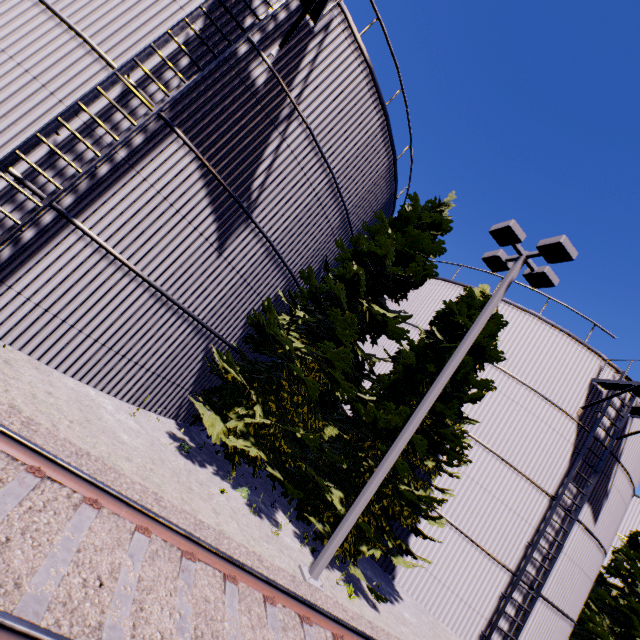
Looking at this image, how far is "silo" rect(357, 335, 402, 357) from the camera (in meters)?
15.53

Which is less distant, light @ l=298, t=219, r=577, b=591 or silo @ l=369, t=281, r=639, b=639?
light @ l=298, t=219, r=577, b=591

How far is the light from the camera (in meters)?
7.18

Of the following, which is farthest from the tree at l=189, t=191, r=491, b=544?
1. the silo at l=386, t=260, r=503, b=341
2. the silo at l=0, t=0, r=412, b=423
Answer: the silo at l=386, t=260, r=503, b=341

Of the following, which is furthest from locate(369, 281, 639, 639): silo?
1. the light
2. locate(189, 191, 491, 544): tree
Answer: the light

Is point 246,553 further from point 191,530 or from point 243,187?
point 243,187

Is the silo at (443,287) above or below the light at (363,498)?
above

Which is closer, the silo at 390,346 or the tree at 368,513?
the tree at 368,513
